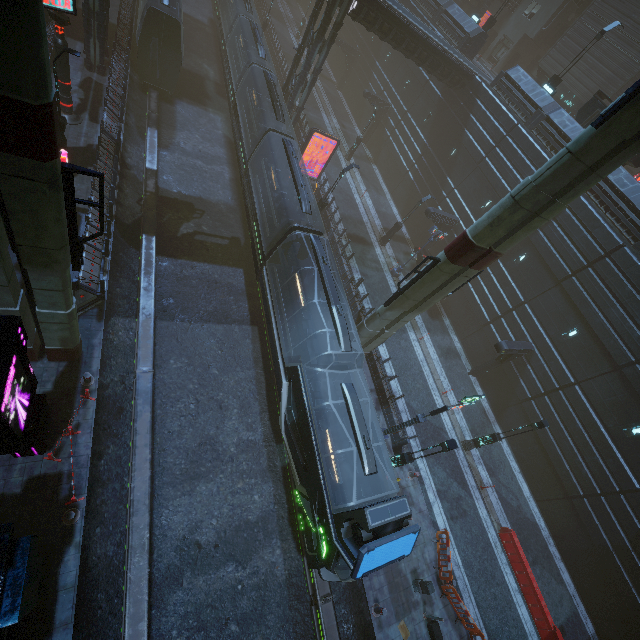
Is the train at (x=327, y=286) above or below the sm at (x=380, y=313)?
below

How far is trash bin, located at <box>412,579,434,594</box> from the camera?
13.8m

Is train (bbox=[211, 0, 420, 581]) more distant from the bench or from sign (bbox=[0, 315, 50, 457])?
sign (bbox=[0, 315, 50, 457])

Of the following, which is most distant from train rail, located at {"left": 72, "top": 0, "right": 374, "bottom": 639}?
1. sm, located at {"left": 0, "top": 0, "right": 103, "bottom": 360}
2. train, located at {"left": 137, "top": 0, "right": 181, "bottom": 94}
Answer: sm, located at {"left": 0, "top": 0, "right": 103, "bottom": 360}

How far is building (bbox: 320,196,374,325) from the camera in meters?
21.6 m

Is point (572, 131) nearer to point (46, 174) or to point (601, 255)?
point (601, 255)

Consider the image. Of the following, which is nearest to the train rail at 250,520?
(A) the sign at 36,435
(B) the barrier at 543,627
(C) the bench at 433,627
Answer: (A) the sign at 36,435

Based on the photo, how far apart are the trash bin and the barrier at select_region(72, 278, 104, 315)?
18.7 meters
